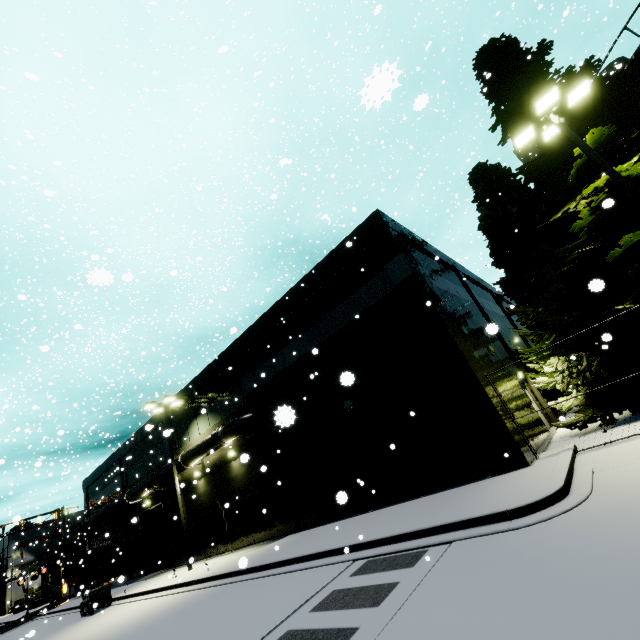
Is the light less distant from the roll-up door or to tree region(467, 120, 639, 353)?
tree region(467, 120, 639, 353)

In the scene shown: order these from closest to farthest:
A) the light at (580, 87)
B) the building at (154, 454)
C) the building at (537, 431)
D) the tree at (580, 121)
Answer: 1. the light at (580, 87)
2. the tree at (580, 121)
3. the building at (537, 431)
4. the building at (154, 454)

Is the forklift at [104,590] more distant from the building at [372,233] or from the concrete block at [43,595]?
the concrete block at [43,595]

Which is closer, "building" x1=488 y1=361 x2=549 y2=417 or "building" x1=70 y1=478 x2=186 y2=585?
"building" x1=488 y1=361 x2=549 y2=417

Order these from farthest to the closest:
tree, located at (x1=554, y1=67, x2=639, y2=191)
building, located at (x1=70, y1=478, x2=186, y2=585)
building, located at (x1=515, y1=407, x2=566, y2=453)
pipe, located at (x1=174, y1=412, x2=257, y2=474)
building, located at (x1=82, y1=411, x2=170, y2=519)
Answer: building, located at (x1=82, y1=411, x2=170, y2=519)
building, located at (x1=70, y1=478, x2=186, y2=585)
pipe, located at (x1=174, y1=412, x2=257, y2=474)
building, located at (x1=515, y1=407, x2=566, y2=453)
tree, located at (x1=554, y1=67, x2=639, y2=191)

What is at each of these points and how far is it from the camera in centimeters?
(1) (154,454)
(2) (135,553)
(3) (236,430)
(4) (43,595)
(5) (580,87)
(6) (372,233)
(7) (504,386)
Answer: (1) building, 2677cm
(2) building, 2719cm
(3) pipe, 1767cm
(4) concrete block, 4491cm
(5) light, 1041cm
(6) building, 1399cm
(7) building, 1353cm

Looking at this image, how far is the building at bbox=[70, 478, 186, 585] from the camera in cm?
2298

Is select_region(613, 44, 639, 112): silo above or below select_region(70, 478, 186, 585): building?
above
